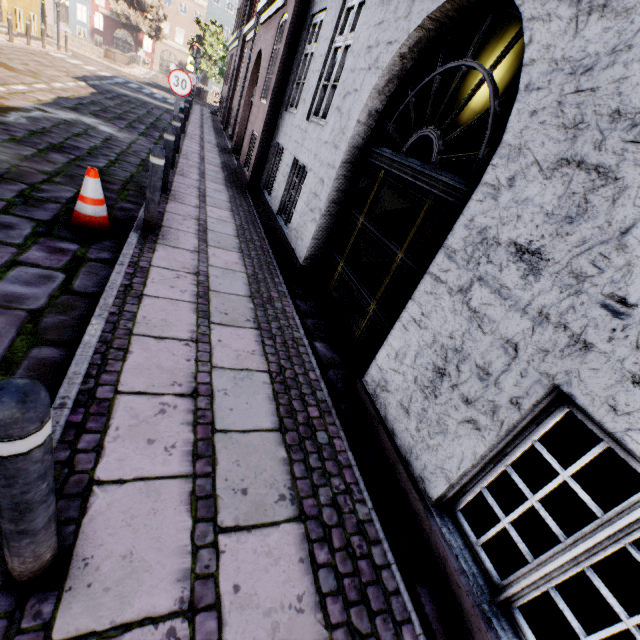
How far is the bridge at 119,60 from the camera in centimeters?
2744cm

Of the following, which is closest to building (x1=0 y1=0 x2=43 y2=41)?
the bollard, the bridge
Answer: the bollard

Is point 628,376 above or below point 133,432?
above

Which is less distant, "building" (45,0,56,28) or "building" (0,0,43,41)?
"building" (0,0,43,41)

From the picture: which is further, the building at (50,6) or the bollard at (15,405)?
the building at (50,6)

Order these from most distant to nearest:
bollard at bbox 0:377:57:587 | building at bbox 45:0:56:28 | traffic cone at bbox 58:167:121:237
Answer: building at bbox 45:0:56:28 → traffic cone at bbox 58:167:121:237 → bollard at bbox 0:377:57:587

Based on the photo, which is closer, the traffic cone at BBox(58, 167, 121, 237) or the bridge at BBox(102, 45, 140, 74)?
the traffic cone at BBox(58, 167, 121, 237)
